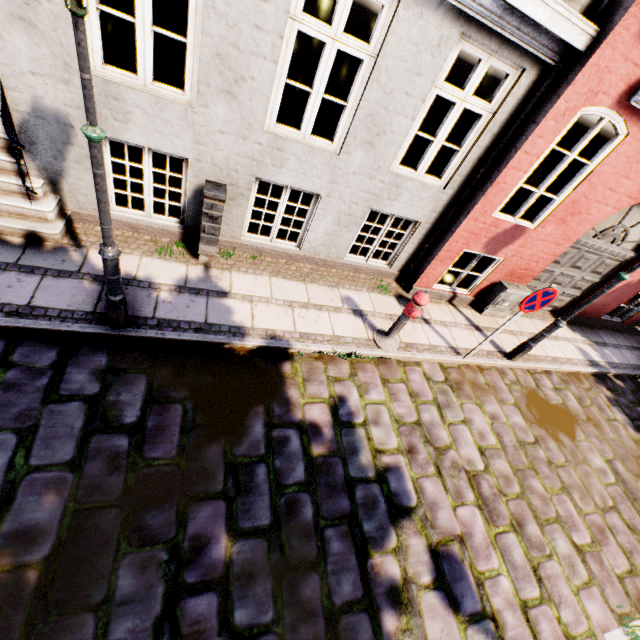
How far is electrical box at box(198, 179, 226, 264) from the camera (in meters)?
4.40

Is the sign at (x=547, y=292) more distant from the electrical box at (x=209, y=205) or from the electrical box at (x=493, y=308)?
the electrical box at (x=209, y=205)

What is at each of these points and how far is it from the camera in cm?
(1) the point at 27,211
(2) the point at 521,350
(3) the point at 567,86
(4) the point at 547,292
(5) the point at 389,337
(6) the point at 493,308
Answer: (1) building, 429
(2) street light, 633
(3) building, 416
(4) sign, 476
(5) hydrant, 543
(6) electrical box, 720

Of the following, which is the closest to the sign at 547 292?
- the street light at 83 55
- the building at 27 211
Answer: the building at 27 211

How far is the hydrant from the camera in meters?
4.8

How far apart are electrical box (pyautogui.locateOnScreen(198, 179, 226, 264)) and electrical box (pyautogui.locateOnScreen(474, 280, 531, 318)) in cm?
577

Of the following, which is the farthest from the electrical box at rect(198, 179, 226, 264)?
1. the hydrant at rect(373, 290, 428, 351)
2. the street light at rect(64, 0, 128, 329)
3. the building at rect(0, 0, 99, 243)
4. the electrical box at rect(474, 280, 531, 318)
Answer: the electrical box at rect(474, 280, 531, 318)

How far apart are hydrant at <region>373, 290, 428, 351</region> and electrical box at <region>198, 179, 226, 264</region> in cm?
295
